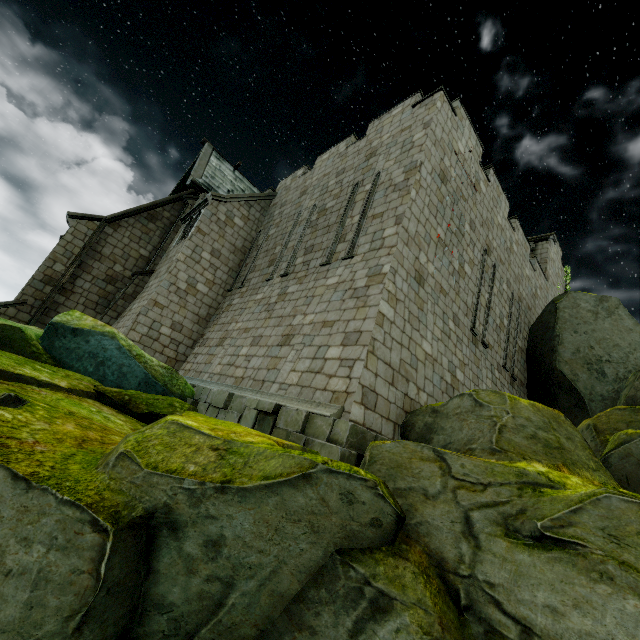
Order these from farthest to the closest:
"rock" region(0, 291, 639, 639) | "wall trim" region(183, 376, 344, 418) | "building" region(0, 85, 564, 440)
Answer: "building" region(0, 85, 564, 440) → "wall trim" region(183, 376, 344, 418) → "rock" region(0, 291, 639, 639)

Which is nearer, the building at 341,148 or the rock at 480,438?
the rock at 480,438

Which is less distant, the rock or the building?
the rock

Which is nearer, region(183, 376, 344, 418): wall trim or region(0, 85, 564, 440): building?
region(183, 376, 344, 418): wall trim

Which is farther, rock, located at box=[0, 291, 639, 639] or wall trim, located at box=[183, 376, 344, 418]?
wall trim, located at box=[183, 376, 344, 418]

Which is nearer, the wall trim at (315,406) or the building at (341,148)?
the wall trim at (315,406)

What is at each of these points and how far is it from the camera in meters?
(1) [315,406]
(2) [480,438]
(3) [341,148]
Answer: →
(1) wall trim, 6.0
(2) rock, 4.4
(3) building, 14.1

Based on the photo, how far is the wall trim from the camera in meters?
5.7 m
